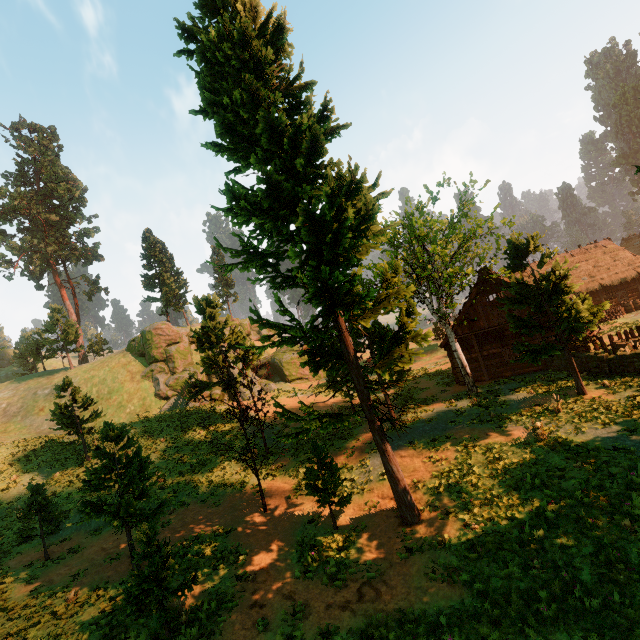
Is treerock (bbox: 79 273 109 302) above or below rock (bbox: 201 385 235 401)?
above

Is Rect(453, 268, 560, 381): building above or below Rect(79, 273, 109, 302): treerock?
below

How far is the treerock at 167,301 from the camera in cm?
4744

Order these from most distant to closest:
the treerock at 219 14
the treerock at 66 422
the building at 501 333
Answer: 1. the building at 501 333
2. the treerock at 219 14
3. the treerock at 66 422

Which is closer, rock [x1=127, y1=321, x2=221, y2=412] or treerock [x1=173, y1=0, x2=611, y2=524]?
treerock [x1=173, y1=0, x2=611, y2=524]

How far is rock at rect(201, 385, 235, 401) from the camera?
36.34m

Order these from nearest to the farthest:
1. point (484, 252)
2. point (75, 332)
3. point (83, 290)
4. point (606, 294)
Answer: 1. point (606, 294)
2. point (75, 332)
3. point (484, 252)
4. point (83, 290)

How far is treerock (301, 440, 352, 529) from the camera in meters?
13.0 m
